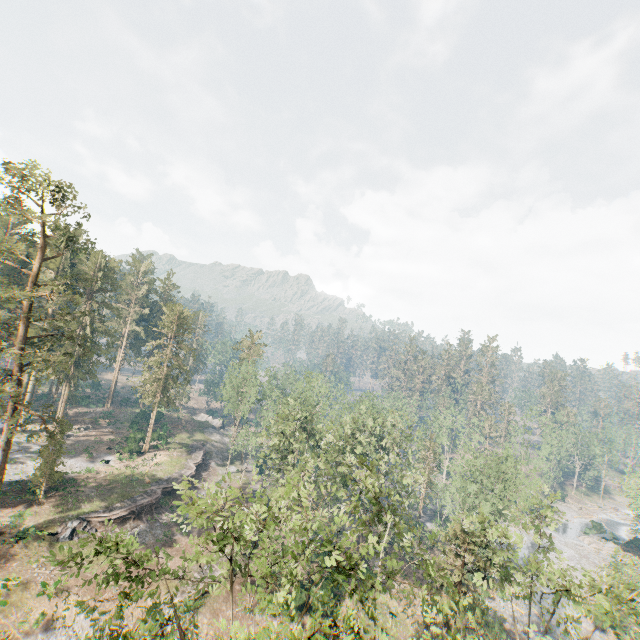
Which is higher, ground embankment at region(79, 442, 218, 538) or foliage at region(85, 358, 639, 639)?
foliage at region(85, 358, 639, 639)

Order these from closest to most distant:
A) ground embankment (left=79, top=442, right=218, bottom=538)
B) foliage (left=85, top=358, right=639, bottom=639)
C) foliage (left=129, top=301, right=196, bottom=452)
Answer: foliage (left=85, top=358, right=639, bottom=639), ground embankment (left=79, top=442, right=218, bottom=538), foliage (left=129, top=301, right=196, bottom=452)

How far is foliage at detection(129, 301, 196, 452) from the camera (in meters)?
50.69

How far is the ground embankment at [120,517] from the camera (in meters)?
34.44

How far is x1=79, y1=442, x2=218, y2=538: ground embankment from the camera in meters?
34.4

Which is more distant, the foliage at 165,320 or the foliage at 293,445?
the foliage at 165,320

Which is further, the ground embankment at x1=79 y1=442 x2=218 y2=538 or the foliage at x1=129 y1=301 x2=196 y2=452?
the foliage at x1=129 y1=301 x2=196 y2=452

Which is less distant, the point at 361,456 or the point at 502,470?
the point at 361,456
